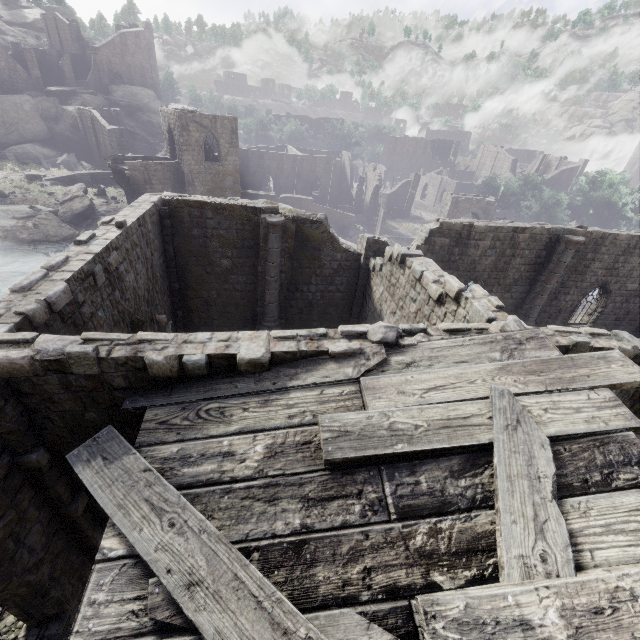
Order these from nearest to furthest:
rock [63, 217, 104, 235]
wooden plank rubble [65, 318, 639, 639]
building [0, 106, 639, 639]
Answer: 1. wooden plank rubble [65, 318, 639, 639]
2. building [0, 106, 639, 639]
3. rock [63, 217, 104, 235]

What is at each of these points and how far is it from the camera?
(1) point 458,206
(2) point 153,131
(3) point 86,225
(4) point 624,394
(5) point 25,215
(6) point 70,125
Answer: (1) stone arch, 46.0m
(2) rock, 57.0m
(3) rock, 31.3m
(4) building, 7.7m
(5) rock, 29.2m
(6) rock, 48.4m

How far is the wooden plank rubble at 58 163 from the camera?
43.2 meters

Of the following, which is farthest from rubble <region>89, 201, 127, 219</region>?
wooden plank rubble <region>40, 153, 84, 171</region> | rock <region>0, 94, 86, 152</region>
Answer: rock <region>0, 94, 86, 152</region>

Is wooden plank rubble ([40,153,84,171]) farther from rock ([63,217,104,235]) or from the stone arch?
the stone arch

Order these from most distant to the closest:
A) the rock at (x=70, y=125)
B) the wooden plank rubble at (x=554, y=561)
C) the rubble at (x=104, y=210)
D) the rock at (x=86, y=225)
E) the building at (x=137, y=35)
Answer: the building at (x=137, y=35) < the rock at (x=70, y=125) < the rubble at (x=104, y=210) < the rock at (x=86, y=225) < the wooden plank rubble at (x=554, y=561)

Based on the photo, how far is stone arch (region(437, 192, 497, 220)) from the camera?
45.7 meters

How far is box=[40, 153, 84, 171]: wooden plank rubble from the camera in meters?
43.2
